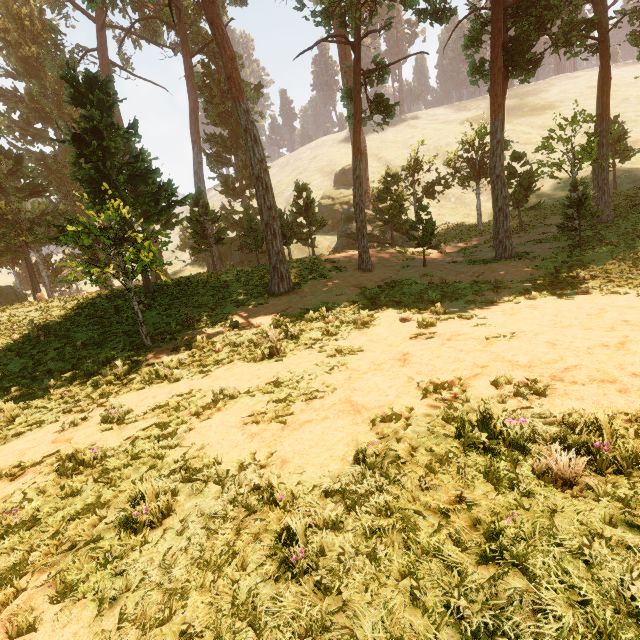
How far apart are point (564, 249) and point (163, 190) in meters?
22.3 m
